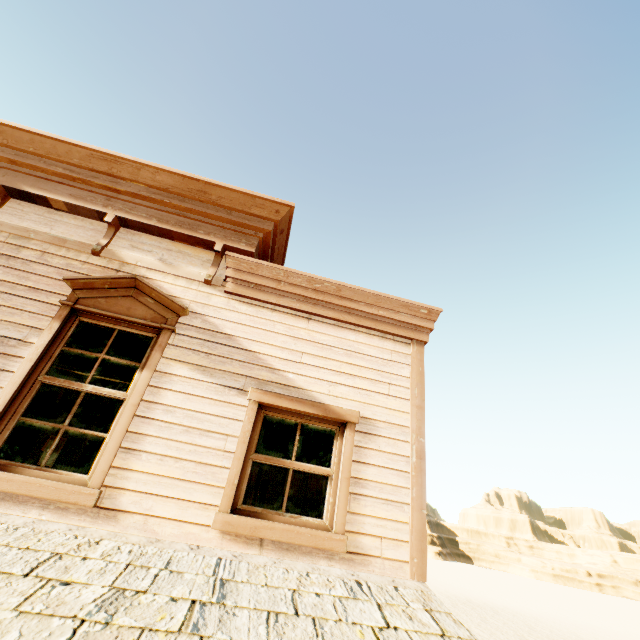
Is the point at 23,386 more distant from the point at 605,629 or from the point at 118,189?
the point at 605,629

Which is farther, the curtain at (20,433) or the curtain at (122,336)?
the curtain at (122,336)

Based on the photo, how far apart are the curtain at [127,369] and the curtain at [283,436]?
1.3m

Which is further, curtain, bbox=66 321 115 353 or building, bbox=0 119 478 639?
curtain, bbox=66 321 115 353

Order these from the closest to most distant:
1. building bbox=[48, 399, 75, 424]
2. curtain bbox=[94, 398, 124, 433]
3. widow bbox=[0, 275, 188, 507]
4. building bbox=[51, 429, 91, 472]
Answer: widow bbox=[0, 275, 188, 507]
curtain bbox=[94, 398, 124, 433]
building bbox=[51, 429, 91, 472]
building bbox=[48, 399, 75, 424]

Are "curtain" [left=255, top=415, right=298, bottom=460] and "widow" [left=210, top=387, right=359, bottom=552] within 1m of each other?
yes

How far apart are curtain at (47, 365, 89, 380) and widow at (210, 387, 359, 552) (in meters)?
1.16

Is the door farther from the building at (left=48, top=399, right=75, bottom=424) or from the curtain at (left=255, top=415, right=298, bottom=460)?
the curtain at (left=255, top=415, right=298, bottom=460)
